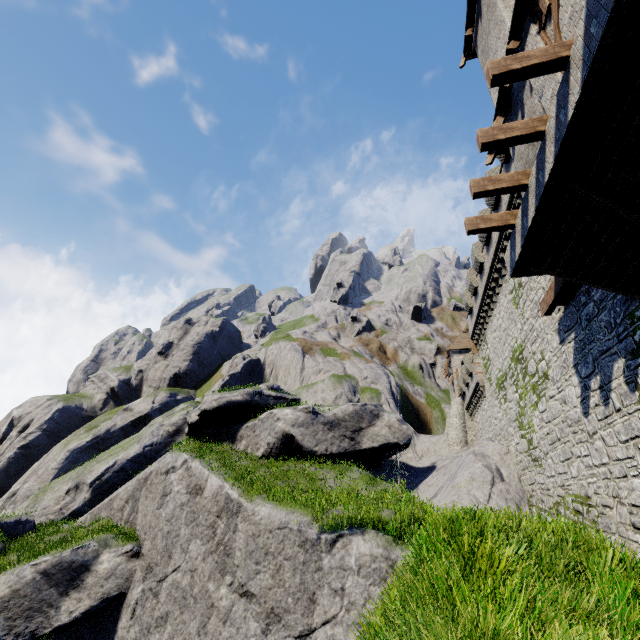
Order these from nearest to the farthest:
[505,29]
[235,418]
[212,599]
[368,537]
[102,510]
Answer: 1. [505,29]
2. [368,537]
3. [212,599]
4. [102,510]
5. [235,418]

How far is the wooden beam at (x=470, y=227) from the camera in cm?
1012

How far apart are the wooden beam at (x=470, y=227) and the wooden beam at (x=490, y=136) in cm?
271

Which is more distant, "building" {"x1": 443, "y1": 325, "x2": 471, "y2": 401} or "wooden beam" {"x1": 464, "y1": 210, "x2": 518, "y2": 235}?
"building" {"x1": 443, "y1": 325, "x2": 471, "y2": 401}

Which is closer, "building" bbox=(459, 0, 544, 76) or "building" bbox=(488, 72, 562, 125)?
"building" bbox=(488, 72, 562, 125)

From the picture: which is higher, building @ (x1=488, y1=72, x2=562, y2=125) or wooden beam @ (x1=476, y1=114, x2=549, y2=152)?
building @ (x1=488, y1=72, x2=562, y2=125)

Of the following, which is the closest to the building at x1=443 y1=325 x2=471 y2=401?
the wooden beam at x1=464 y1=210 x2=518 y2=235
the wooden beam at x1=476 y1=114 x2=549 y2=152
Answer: the wooden beam at x1=464 y1=210 x2=518 y2=235

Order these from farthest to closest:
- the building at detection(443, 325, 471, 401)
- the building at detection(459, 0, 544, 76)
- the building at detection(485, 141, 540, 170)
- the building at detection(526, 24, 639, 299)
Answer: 1. the building at detection(443, 325, 471, 401)
2. the building at detection(485, 141, 540, 170)
3. the building at detection(459, 0, 544, 76)
4. the building at detection(526, 24, 639, 299)
